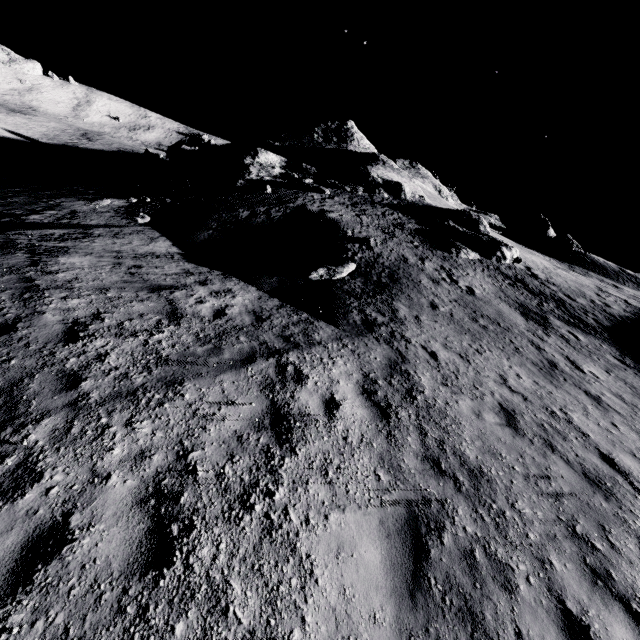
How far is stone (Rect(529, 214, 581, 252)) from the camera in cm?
4319

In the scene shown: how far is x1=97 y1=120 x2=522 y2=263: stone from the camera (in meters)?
23.95

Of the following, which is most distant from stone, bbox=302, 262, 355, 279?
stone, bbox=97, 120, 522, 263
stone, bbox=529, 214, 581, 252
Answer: stone, bbox=529, 214, 581, 252

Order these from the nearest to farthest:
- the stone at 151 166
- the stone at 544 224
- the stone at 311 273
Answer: the stone at 311 273 → the stone at 151 166 → the stone at 544 224

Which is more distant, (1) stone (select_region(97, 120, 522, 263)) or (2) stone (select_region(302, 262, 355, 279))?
(1) stone (select_region(97, 120, 522, 263))

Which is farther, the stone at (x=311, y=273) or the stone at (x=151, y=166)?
the stone at (x=151, y=166)

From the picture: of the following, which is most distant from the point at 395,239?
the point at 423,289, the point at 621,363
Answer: the point at 621,363

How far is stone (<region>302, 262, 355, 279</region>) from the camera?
12.9 meters
